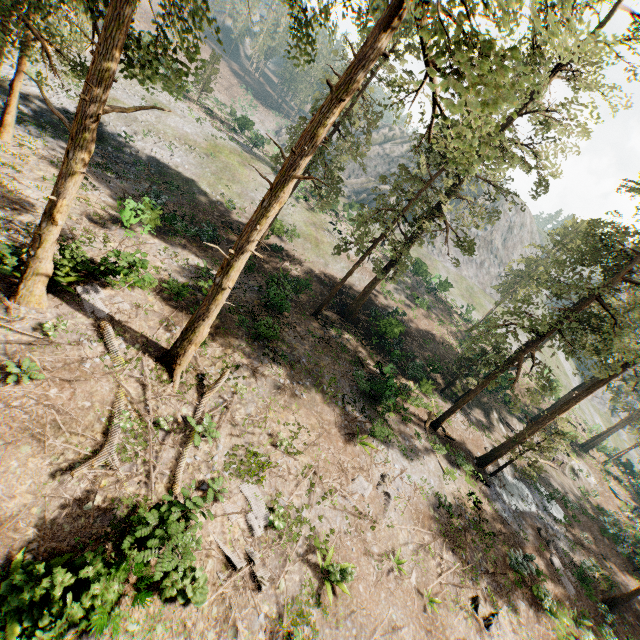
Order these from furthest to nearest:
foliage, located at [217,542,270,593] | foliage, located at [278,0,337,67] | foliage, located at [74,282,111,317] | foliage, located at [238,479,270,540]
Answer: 1. foliage, located at [74,282,111,317]
2. foliage, located at [238,479,270,540]
3. foliage, located at [217,542,270,593]
4. foliage, located at [278,0,337,67]

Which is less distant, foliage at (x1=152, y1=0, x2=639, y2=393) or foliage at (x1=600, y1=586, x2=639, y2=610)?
foliage at (x1=152, y1=0, x2=639, y2=393)

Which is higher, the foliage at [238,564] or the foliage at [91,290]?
the foliage at [91,290]

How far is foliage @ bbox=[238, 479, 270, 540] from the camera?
12.2m

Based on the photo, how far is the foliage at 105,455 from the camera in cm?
1012

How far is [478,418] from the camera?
31.94m
